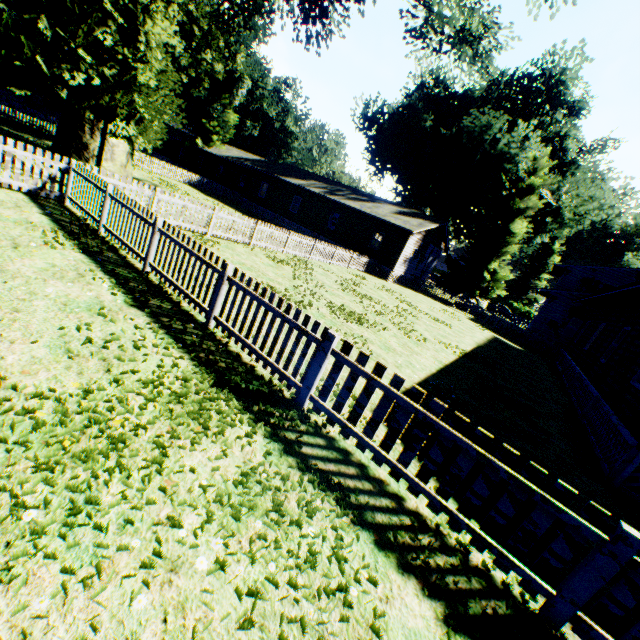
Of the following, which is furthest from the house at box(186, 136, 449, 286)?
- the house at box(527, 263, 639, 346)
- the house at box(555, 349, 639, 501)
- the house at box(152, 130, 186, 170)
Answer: the house at box(555, 349, 639, 501)

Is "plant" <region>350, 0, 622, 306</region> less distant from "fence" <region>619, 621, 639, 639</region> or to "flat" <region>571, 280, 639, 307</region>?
"fence" <region>619, 621, 639, 639</region>

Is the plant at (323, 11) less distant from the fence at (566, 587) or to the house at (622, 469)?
the fence at (566, 587)

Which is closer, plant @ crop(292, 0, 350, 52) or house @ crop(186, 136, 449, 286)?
plant @ crop(292, 0, 350, 52)

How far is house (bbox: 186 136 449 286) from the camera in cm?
2711

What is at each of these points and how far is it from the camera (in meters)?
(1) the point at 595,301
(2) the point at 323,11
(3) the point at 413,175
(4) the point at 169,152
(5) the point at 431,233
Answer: (1) flat, 17.70
(2) plant, 23.14
(3) plant, 35.69
(4) house, 59.59
(5) house, 29.28

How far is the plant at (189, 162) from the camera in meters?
→ 45.5

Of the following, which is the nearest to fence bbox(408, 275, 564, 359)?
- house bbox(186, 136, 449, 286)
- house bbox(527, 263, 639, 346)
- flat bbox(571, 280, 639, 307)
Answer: house bbox(186, 136, 449, 286)
